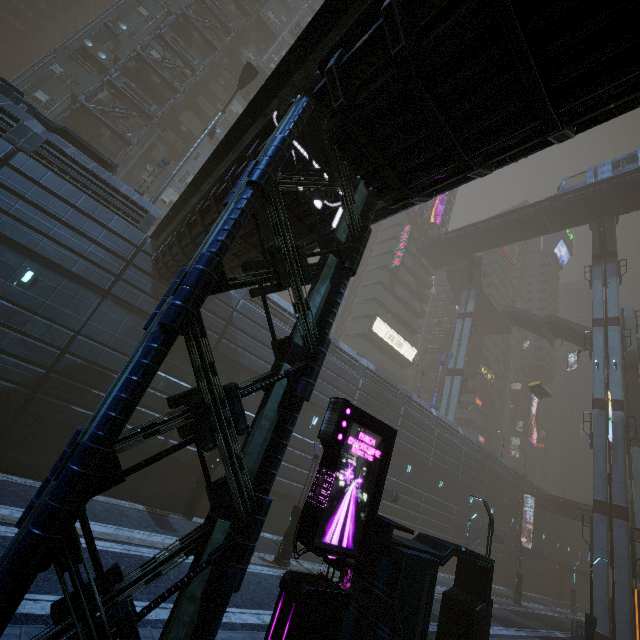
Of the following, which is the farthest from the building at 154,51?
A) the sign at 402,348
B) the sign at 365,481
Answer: the sign at 365,481

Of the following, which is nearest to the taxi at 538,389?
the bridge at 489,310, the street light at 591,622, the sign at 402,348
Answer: the sign at 402,348

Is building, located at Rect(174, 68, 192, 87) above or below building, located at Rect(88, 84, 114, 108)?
above

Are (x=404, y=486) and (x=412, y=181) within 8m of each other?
no

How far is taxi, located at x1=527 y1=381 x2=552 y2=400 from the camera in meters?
40.5

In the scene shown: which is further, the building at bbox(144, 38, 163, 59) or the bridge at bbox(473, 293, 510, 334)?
the bridge at bbox(473, 293, 510, 334)

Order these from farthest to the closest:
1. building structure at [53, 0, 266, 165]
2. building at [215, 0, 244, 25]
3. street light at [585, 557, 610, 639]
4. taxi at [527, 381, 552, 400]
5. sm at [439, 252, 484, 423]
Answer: sm at [439, 252, 484, 423] < taxi at [527, 381, 552, 400] < building at [215, 0, 244, 25] < building structure at [53, 0, 266, 165] < street light at [585, 557, 610, 639]

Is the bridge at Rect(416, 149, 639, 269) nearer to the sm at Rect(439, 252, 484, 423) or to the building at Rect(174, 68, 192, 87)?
the sm at Rect(439, 252, 484, 423)
